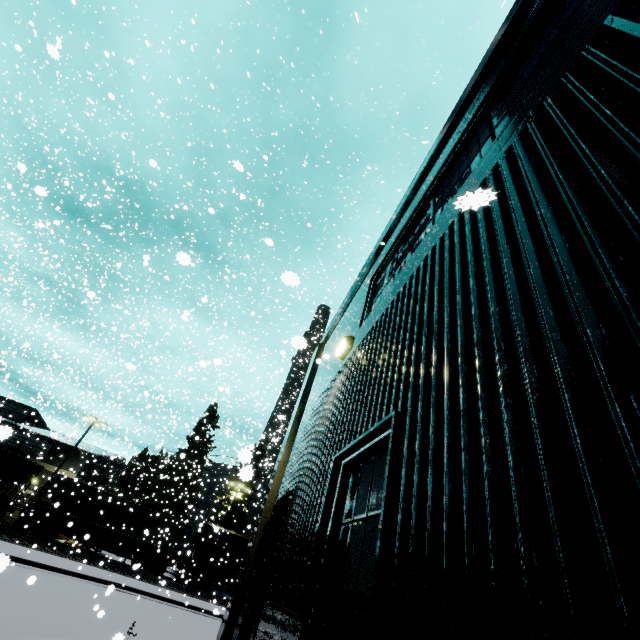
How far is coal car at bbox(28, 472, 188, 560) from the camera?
25.34m

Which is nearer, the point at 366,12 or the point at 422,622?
the point at 422,622

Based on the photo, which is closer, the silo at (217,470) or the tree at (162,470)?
the tree at (162,470)

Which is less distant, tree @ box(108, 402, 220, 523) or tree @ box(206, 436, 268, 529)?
tree @ box(206, 436, 268, 529)

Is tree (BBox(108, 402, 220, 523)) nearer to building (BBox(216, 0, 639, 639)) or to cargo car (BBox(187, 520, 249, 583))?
cargo car (BBox(187, 520, 249, 583))

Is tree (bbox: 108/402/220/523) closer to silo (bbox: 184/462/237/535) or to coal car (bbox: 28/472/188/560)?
silo (bbox: 184/462/237/535)

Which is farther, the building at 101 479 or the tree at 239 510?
the building at 101 479

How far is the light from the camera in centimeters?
579cm
